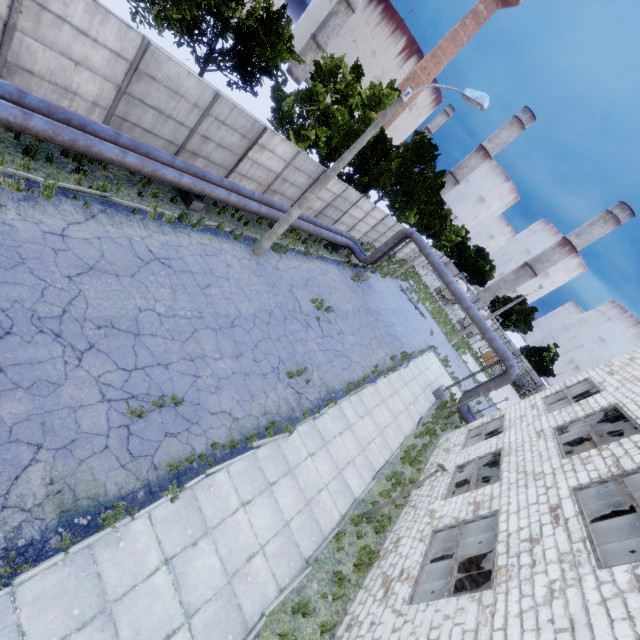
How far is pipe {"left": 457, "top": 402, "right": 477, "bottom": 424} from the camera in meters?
21.0

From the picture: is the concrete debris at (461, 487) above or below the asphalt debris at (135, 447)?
above

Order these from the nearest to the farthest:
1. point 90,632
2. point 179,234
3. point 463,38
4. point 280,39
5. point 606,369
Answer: point 90,632 → point 179,234 → point 606,369 → point 280,39 → point 463,38

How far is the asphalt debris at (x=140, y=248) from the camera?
9.7m

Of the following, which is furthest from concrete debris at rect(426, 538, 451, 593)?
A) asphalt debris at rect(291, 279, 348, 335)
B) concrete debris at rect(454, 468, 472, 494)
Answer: asphalt debris at rect(291, 279, 348, 335)

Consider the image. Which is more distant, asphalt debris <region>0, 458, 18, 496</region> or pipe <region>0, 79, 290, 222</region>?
pipe <region>0, 79, 290, 222</region>

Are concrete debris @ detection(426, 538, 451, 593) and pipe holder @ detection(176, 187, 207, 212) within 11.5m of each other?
no

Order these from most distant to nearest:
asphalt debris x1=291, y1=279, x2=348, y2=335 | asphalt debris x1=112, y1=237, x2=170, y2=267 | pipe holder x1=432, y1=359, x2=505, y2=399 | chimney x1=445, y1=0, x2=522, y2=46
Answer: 1. chimney x1=445, y1=0, x2=522, y2=46
2. pipe holder x1=432, y1=359, x2=505, y2=399
3. asphalt debris x1=291, y1=279, x2=348, y2=335
4. asphalt debris x1=112, y1=237, x2=170, y2=267
